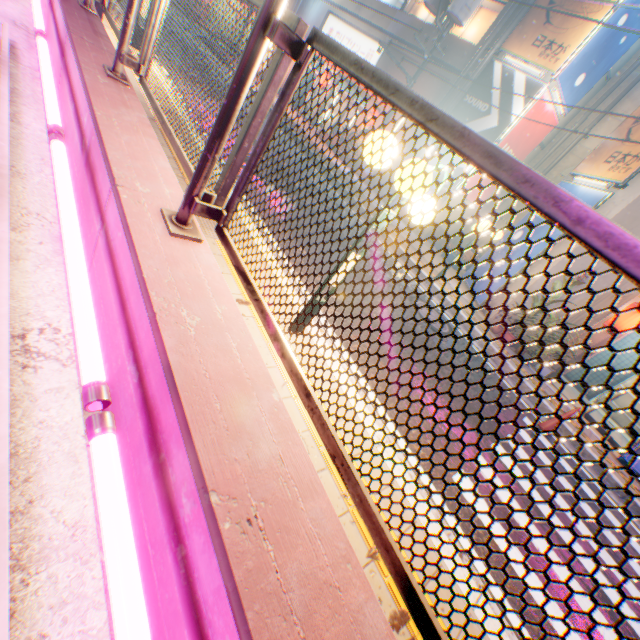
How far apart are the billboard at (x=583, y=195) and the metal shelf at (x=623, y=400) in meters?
4.7 m

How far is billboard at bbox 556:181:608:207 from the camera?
8.7m

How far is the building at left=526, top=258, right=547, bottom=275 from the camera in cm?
942

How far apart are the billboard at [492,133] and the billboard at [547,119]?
0.2 meters

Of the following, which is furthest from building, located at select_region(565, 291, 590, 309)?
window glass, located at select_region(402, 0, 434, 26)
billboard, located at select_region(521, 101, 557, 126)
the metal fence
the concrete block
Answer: the concrete block

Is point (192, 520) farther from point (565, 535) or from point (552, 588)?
point (565, 535)

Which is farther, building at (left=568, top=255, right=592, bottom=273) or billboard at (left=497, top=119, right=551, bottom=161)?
billboard at (left=497, top=119, right=551, bottom=161)

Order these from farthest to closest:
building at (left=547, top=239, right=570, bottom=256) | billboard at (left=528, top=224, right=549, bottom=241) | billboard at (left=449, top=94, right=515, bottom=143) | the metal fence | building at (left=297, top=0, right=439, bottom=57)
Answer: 1. building at (left=297, top=0, right=439, bottom=57)
2. billboard at (left=449, top=94, right=515, bottom=143)
3. billboard at (left=528, top=224, right=549, bottom=241)
4. building at (left=547, top=239, right=570, bottom=256)
5. the metal fence
